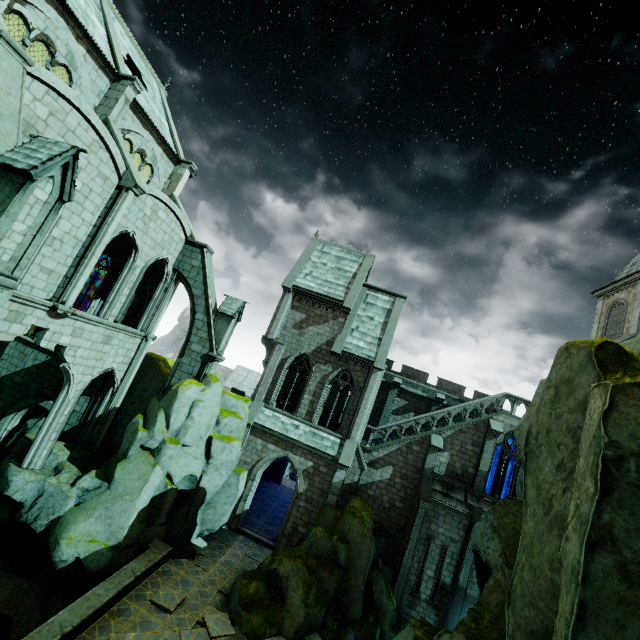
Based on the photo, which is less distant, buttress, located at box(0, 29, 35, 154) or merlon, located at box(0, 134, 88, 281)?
merlon, located at box(0, 134, 88, 281)

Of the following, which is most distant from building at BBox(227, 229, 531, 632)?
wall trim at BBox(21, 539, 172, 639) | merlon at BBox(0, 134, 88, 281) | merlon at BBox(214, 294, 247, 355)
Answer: wall trim at BBox(21, 539, 172, 639)

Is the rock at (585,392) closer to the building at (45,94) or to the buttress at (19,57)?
the building at (45,94)

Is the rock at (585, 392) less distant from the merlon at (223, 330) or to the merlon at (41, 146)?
the merlon at (223, 330)

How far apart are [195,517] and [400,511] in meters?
12.4 m

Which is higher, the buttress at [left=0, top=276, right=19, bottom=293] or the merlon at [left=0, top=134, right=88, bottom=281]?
the merlon at [left=0, top=134, right=88, bottom=281]

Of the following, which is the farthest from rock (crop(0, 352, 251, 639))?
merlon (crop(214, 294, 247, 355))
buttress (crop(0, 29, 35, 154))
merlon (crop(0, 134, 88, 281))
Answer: merlon (crop(0, 134, 88, 281))
